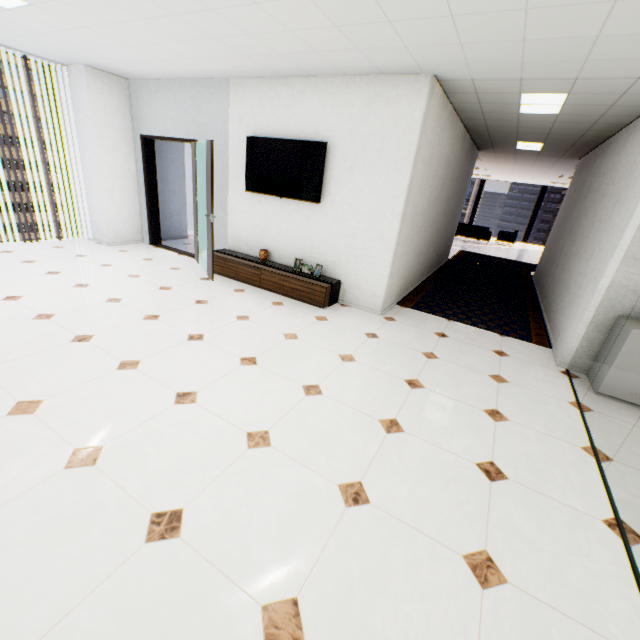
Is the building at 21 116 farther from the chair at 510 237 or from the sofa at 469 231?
the chair at 510 237

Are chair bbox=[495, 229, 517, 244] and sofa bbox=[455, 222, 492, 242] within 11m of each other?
yes

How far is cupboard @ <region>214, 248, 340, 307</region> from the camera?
4.8m

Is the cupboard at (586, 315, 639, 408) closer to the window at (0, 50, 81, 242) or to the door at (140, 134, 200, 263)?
the door at (140, 134, 200, 263)

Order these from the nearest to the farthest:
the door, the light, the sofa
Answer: the light
the door
the sofa

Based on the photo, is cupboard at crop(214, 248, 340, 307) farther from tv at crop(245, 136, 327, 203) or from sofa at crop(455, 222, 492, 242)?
sofa at crop(455, 222, 492, 242)

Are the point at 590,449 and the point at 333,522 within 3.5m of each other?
yes

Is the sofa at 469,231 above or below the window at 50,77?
below
